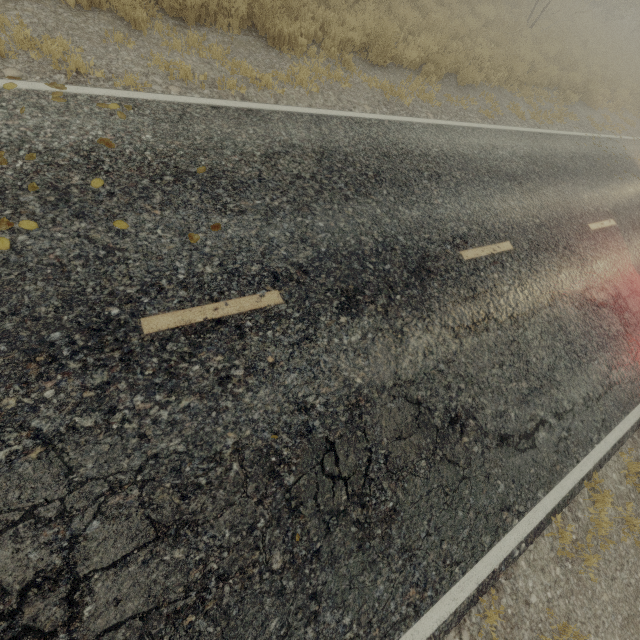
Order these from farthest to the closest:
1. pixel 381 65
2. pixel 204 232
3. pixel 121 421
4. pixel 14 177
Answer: pixel 381 65
pixel 204 232
pixel 14 177
pixel 121 421
